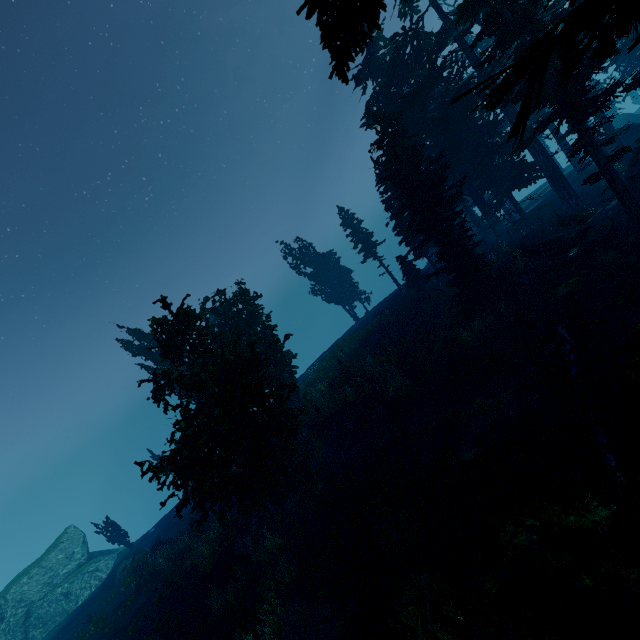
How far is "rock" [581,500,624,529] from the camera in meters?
8.1

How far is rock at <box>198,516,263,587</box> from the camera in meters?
17.2 m

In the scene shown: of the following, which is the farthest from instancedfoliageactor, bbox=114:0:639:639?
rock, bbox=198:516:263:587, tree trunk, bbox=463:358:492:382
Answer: rock, bbox=198:516:263:587

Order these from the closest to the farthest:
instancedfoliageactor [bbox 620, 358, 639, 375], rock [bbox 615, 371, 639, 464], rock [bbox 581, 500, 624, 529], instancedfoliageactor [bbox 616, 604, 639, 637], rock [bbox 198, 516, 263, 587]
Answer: instancedfoliageactor [bbox 620, 358, 639, 375]
rock [bbox 615, 371, 639, 464]
instancedfoliageactor [bbox 616, 604, 639, 637]
rock [bbox 581, 500, 624, 529]
rock [bbox 198, 516, 263, 587]

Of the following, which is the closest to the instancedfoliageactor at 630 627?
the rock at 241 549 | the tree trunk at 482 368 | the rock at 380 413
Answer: the tree trunk at 482 368

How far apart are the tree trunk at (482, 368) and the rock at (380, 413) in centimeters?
551cm

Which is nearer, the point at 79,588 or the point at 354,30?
the point at 354,30

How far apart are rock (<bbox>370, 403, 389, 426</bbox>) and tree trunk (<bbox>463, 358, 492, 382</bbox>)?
5.5 meters
